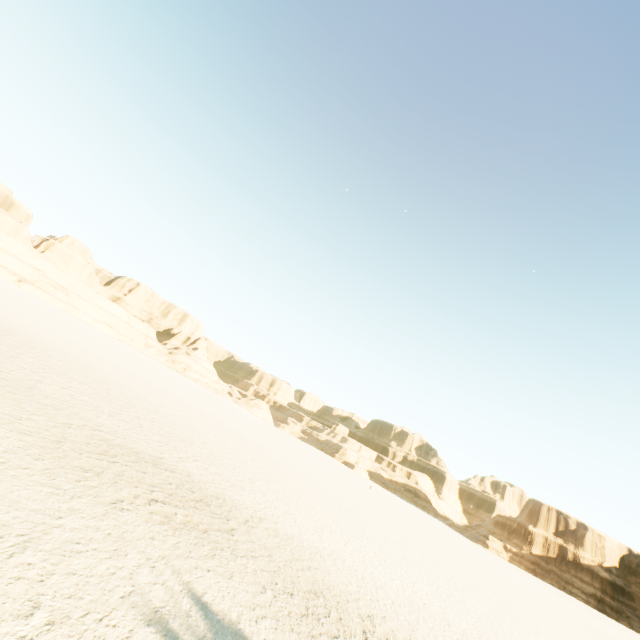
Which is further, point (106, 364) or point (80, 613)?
point (106, 364)
